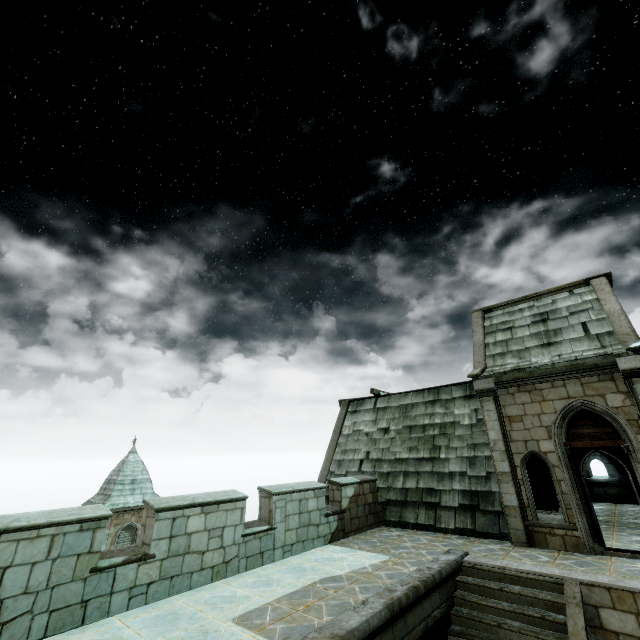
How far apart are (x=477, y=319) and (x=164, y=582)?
13.2m
